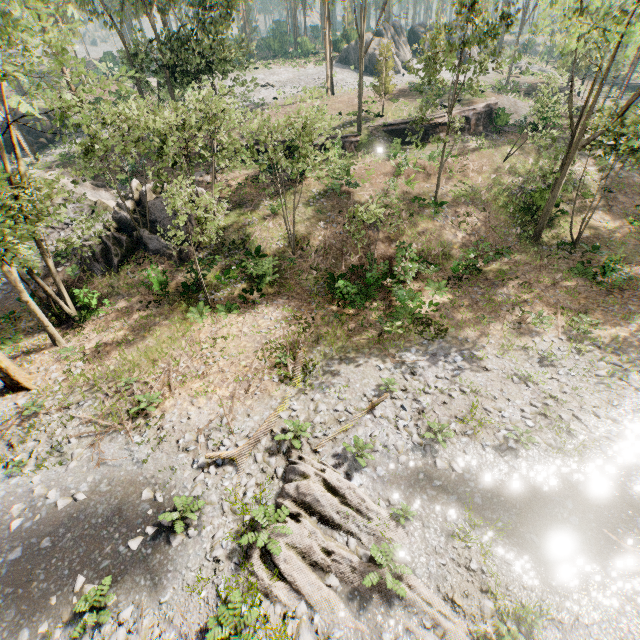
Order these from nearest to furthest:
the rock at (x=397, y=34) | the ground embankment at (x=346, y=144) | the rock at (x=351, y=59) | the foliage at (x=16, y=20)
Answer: the foliage at (x=16, y=20), the ground embankment at (x=346, y=144), the rock at (x=397, y=34), the rock at (x=351, y=59)

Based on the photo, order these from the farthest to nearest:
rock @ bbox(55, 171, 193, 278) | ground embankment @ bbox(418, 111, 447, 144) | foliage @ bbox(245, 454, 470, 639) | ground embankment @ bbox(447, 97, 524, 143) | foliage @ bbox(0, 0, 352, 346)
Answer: ground embankment @ bbox(447, 97, 524, 143) → ground embankment @ bbox(418, 111, 447, 144) → rock @ bbox(55, 171, 193, 278) → foliage @ bbox(0, 0, 352, 346) → foliage @ bbox(245, 454, 470, 639)

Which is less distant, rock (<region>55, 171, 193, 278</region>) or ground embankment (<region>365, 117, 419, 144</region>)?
rock (<region>55, 171, 193, 278</region>)

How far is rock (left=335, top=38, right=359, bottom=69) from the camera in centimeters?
4897cm

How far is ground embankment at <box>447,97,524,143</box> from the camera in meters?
31.7

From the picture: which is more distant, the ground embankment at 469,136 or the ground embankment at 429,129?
the ground embankment at 469,136

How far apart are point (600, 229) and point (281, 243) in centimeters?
2336cm
